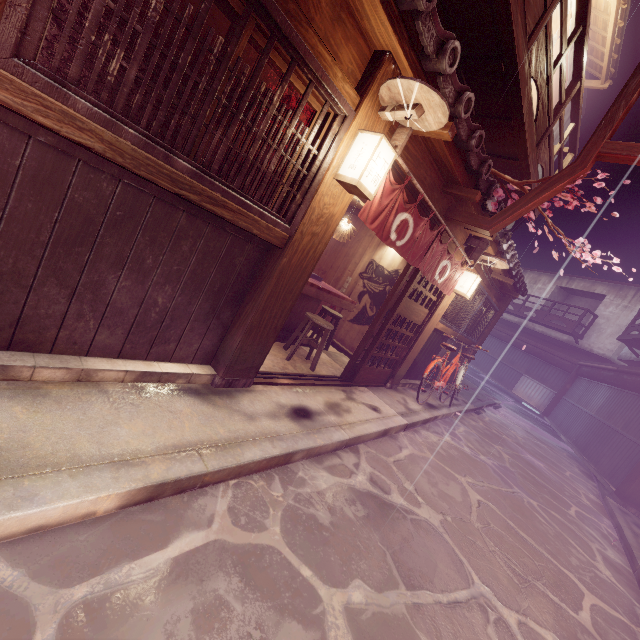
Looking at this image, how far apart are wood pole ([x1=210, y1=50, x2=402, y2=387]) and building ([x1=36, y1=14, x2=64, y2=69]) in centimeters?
932cm

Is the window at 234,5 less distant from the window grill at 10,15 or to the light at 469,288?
Result: the window grill at 10,15

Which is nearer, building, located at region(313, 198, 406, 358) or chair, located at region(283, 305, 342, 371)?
chair, located at region(283, 305, 342, 371)

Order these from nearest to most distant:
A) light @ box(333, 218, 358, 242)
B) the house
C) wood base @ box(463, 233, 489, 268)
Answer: wood base @ box(463, 233, 489, 268), light @ box(333, 218, 358, 242), the house

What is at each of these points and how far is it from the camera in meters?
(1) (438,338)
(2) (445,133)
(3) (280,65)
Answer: (1) foundation, 13.5
(2) stick, 5.5
(3) window, 4.2

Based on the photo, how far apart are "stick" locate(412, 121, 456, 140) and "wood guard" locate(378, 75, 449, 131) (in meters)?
0.62

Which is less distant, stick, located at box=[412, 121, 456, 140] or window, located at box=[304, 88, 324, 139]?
window, located at box=[304, 88, 324, 139]

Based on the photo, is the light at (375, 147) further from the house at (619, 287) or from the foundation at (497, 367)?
the house at (619, 287)
